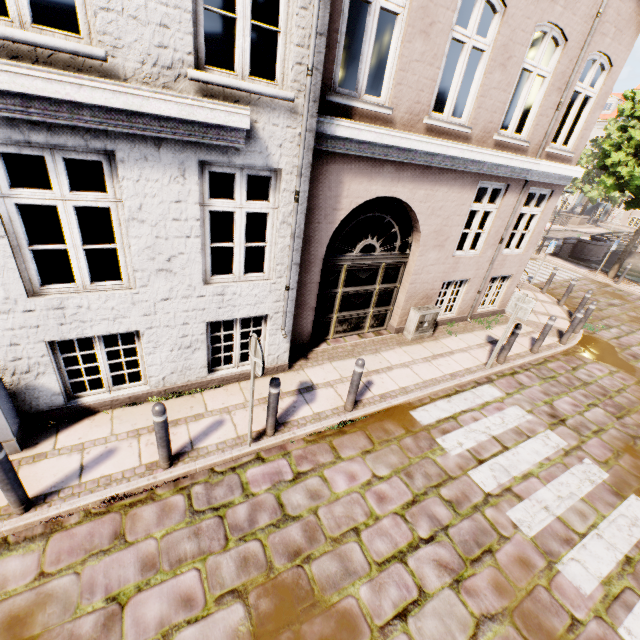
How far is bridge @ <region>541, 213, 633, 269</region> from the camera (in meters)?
19.97

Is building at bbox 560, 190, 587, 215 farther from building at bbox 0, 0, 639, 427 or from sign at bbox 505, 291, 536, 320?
sign at bbox 505, 291, 536, 320

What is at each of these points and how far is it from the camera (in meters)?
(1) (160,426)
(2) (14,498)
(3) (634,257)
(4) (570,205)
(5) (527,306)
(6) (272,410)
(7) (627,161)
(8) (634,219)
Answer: (1) bollard, 3.93
(2) bollard, 3.48
(3) bridge, 27.64
(4) building, 43.16
(5) sign, 6.66
(6) bollard, 4.75
(7) tree, 14.12
(8) building, 38.16

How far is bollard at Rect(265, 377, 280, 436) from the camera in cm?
454

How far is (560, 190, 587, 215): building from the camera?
42.4m

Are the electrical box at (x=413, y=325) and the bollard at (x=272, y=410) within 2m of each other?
no

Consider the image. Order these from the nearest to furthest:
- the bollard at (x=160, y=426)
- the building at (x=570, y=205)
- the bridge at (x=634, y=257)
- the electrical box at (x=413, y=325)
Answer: the bollard at (x=160, y=426) < the electrical box at (x=413, y=325) < the bridge at (x=634, y=257) < the building at (x=570, y=205)

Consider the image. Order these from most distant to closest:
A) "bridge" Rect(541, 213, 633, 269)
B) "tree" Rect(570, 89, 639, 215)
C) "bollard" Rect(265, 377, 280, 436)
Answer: "bridge" Rect(541, 213, 633, 269)
"tree" Rect(570, 89, 639, 215)
"bollard" Rect(265, 377, 280, 436)
